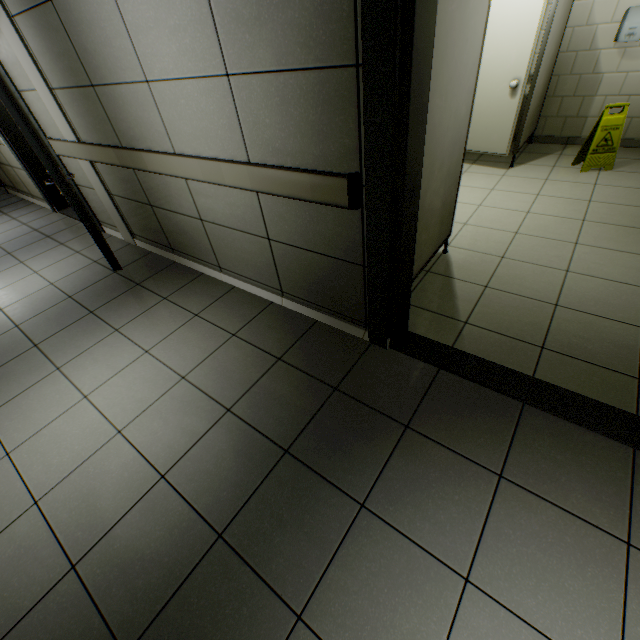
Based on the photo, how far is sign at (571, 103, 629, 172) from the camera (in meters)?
3.73

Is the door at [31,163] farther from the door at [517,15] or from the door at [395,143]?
the door at [517,15]

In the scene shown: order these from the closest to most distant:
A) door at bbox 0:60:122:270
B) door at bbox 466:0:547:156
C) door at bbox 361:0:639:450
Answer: door at bbox 361:0:639:450 → door at bbox 0:60:122:270 → door at bbox 466:0:547:156

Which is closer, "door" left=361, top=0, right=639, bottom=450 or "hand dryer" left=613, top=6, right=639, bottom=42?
"door" left=361, top=0, right=639, bottom=450

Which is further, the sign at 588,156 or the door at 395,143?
the sign at 588,156

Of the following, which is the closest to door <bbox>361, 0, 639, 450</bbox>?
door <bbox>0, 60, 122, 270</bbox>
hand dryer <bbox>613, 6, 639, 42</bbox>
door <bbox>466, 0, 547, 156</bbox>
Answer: door <bbox>0, 60, 122, 270</bbox>

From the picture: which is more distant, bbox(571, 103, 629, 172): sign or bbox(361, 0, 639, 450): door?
bbox(571, 103, 629, 172): sign

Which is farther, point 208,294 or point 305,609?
point 208,294
